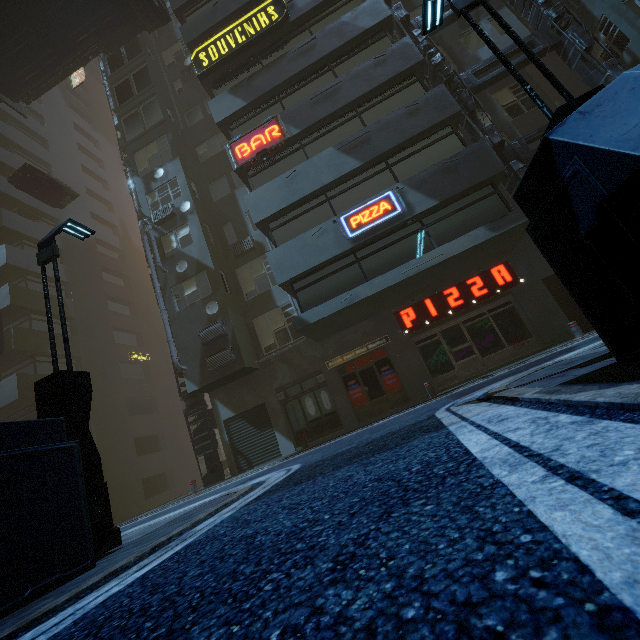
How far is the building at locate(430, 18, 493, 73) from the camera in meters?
15.5 m

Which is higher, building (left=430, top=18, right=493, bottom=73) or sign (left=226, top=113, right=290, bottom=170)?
building (left=430, top=18, right=493, bottom=73)

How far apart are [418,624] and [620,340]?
3.3m

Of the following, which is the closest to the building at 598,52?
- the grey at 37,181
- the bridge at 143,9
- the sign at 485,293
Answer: the sign at 485,293

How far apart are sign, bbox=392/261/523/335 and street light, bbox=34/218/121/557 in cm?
Answer: 1046

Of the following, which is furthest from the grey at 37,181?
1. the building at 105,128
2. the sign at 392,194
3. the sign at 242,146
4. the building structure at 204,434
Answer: the sign at 392,194

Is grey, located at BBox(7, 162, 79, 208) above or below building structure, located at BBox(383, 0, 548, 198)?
above

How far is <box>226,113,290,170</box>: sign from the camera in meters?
13.9 m
